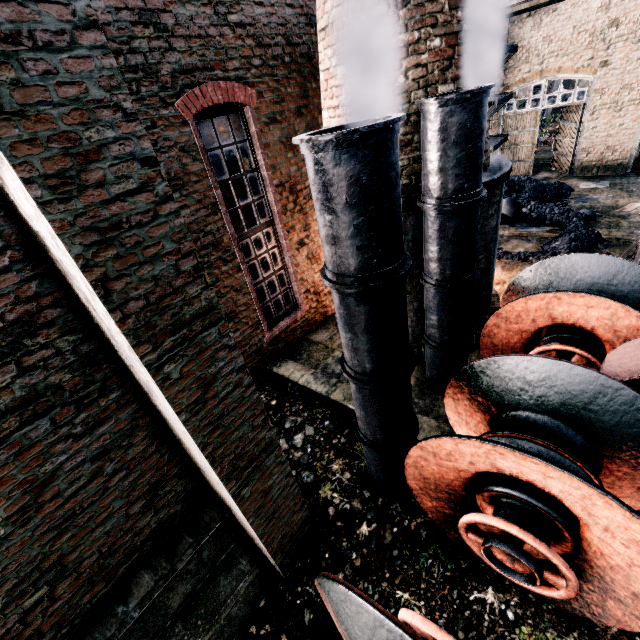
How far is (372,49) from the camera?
5.6 meters

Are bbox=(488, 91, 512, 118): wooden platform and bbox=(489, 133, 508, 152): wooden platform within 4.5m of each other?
yes

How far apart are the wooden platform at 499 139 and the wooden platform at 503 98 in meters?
0.6 m

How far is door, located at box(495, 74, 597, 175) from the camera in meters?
17.2 m

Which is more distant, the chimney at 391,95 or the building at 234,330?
the chimney at 391,95

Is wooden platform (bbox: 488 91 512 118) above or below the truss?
below

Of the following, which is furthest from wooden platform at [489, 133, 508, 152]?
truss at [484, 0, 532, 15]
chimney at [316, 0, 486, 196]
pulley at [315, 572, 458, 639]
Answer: pulley at [315, 572, 458, 639]

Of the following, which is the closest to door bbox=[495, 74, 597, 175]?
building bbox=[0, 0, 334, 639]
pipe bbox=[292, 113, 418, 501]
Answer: building bbox=[0, 0, 334, 639]
